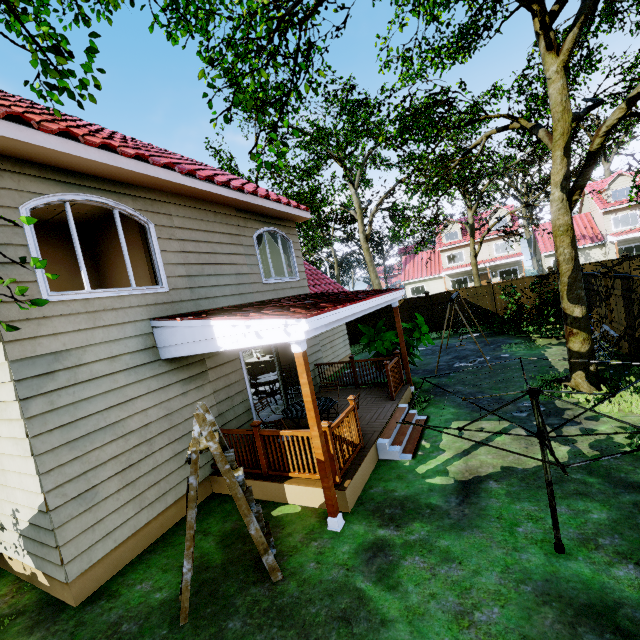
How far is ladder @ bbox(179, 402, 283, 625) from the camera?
3.7m

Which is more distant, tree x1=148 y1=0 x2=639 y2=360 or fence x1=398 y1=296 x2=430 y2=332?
fence x1=398 y1=296 x2=430 y2=332

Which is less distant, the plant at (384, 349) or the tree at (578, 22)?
the tree at (578, 22)

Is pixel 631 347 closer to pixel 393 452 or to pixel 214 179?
pixel 393 452

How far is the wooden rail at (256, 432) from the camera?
5.36m

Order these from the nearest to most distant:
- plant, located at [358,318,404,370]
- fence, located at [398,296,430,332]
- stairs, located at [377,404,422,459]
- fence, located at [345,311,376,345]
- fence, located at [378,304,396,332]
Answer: stairs, located at [377,404,422,459] → plant, located at [358,318,404,370] → fence, located at [398,296,430,332] → fence, located at [378,304,396,332] → fence, located at [345,311,376,345]

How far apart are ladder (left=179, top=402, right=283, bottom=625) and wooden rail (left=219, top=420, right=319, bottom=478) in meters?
1.0 m

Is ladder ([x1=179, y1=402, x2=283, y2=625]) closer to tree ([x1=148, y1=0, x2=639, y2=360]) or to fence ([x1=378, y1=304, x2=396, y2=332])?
tree ([x1=148, y1=0, x2=639, y2=360])
